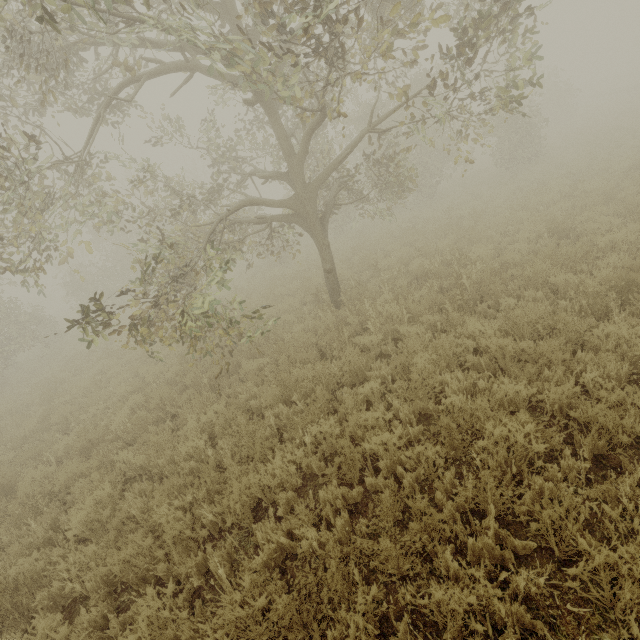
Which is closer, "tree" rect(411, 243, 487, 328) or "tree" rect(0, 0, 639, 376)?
"tree" rect(0, 0, 639, 376)

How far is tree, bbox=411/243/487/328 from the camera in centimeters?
658cm

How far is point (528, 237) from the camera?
8.98m

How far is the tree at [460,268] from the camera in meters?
6.6 m

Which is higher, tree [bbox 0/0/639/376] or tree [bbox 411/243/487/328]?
tree [bbox 0/0/639/376]

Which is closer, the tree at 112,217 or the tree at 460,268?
the tree at 112,217
